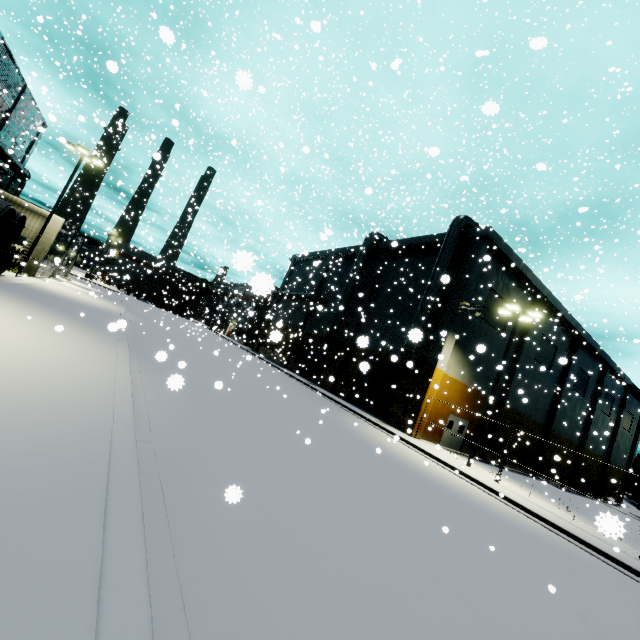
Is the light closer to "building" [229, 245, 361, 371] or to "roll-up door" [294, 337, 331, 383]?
"building" [229, 245, 361, 371]

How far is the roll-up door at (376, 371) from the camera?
24.8 meters

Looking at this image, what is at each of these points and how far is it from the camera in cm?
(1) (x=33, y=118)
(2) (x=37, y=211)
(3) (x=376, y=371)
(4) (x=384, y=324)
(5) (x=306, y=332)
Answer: (1) building, 3300
(2) building, 2419
(3) roll-up door, 2734
(4) building, 2838
(5) building, 3838

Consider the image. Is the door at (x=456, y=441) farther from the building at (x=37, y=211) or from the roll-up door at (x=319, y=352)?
the roll-up door at (x=319, y=352)

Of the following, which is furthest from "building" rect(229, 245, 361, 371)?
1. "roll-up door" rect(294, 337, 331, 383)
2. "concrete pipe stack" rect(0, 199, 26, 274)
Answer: "concrete pipe stack" rect(0, 199, 26, 274)

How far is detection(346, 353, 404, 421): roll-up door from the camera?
24.83m

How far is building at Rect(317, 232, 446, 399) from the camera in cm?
2638
